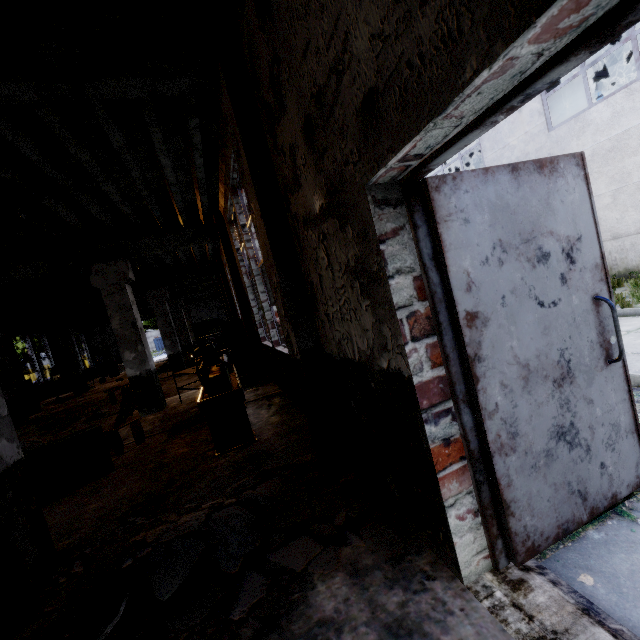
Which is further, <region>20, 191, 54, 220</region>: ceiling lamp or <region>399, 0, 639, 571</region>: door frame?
<region>20, 191, 54, 220</region>: ceiling lamp

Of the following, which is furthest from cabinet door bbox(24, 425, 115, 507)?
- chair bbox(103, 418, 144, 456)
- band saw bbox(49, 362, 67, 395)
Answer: band saw bbox(49, 362, 67, 395)

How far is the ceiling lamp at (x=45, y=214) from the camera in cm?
490

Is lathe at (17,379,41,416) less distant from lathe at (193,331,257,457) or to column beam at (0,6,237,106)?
lathe at (193,331,257,457)

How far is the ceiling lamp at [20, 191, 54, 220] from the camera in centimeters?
490cm

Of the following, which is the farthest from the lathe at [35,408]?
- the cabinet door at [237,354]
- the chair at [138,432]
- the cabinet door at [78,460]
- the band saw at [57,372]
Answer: the cabinet door at [78,460]

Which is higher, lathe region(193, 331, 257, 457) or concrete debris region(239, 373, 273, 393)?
lathe region(193, 331, 257, 457)

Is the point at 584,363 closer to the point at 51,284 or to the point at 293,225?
the point at 293,225
